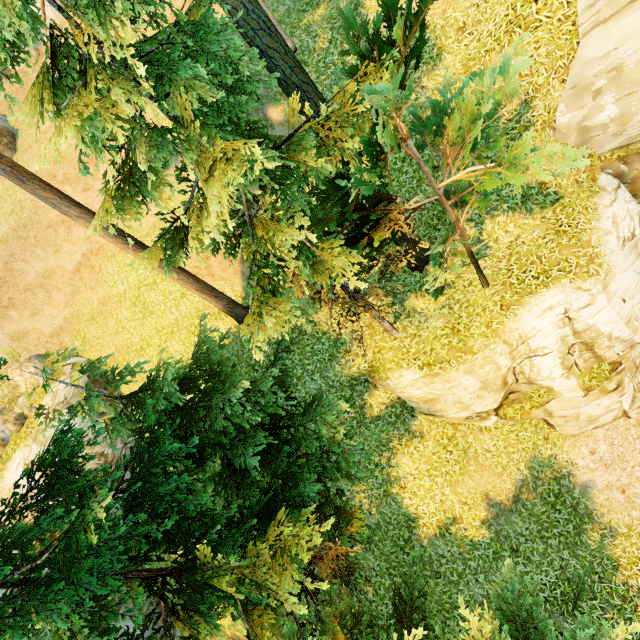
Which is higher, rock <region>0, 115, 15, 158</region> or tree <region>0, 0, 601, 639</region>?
rock <region>0, 115, 15, 158</region>

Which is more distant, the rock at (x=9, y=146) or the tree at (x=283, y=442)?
the rock at (x=9, y=146)

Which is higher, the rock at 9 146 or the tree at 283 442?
the rock at 9 146

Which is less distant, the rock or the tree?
the tree

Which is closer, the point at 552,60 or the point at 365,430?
the point at 552,60
